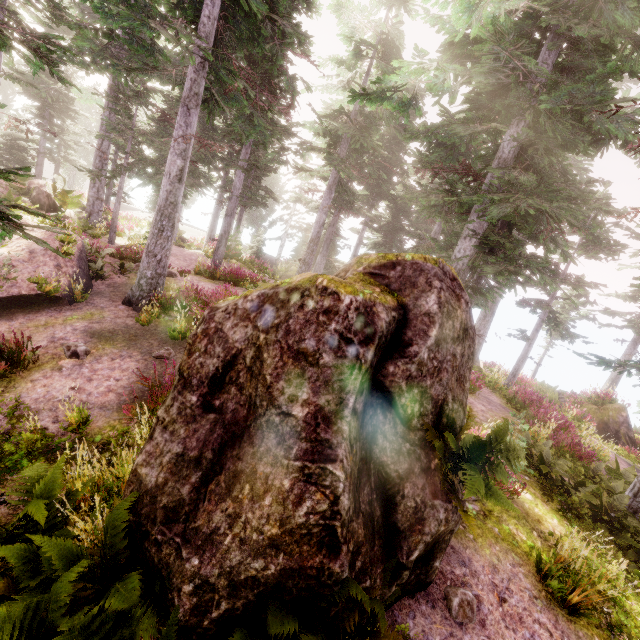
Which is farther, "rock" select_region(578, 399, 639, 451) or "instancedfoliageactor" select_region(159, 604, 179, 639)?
"rock" select_region(578, 399, 639, 451)

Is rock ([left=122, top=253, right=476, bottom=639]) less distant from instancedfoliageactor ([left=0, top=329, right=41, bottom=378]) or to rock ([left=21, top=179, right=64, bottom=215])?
instancedfoliageactor ([left=0, top=329, right=41, bottom=378])

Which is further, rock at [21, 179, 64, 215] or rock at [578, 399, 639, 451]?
rock at [578, 399, 639, 451]

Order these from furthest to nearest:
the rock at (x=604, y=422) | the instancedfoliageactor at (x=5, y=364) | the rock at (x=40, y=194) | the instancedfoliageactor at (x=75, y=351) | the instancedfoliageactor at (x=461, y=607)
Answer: the rock at (x=604, y=422) → the rock at (x=40, y=194) → the instancedfoliageactor at (x=75, y=351) → the instancedfoliageactor at (x=5, y=364) → the instancedfoliageactor at (x=461, y=607)

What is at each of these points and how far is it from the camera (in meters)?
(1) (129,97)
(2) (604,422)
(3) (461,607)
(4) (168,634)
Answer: (1) instancedfoliageactor, 16.12
(2) rock, 18.52
(3) instancedfoliageactor, 4.45
(4) instancedfoliageactor, 3.16

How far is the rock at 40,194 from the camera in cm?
1497

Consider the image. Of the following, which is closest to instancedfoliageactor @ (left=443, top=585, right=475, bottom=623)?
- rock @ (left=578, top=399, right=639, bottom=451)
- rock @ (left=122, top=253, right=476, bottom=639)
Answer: rock @ (left=122, top=253, right=476, bottom=639)

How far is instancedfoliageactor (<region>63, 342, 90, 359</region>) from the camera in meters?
7.9
